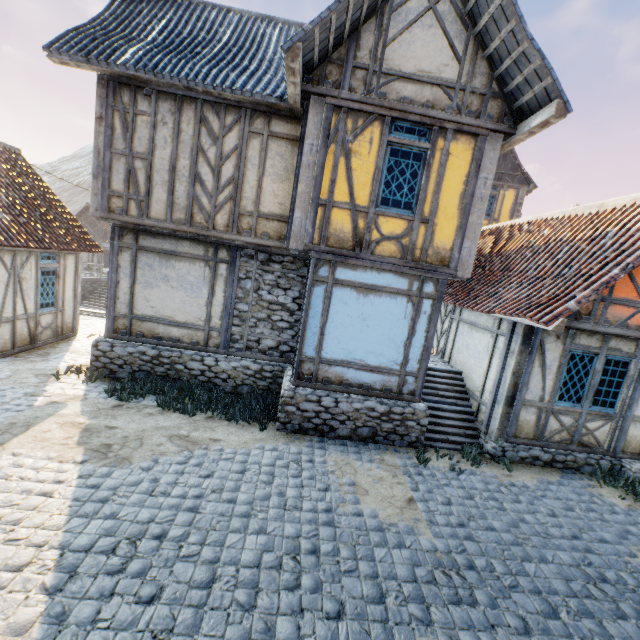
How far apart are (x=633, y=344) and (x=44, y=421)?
12.5m

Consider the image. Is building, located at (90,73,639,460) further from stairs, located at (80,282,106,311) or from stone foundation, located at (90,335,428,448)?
stairs, located at (80,282,106,311)

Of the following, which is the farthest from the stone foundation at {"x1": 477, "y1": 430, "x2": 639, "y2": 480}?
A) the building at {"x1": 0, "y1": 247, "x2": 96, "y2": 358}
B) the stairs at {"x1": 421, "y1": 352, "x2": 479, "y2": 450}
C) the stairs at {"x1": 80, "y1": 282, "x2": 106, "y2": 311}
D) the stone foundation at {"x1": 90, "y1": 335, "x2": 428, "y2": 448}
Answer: the stairs at {"x1": 80, "y1": 282, "x2": 106, "y2": 311}

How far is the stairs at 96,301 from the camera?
24.9 meters

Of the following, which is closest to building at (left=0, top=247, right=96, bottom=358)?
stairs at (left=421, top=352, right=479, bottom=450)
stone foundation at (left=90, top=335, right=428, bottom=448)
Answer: stone foundation at (left=90, top=335, right=428, bottom=448)

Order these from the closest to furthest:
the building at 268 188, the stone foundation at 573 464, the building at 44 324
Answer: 1. the building at 268 188
2. the stone foundation at 573 464
3. the building at 44 324

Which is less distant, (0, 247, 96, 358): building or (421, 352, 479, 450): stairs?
(421, 352, 479, 450): stairs

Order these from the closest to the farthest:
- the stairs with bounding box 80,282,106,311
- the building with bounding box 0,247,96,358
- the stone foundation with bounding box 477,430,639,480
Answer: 1. the stone foundation with bounding box 477,430,639,480
2. the building with bounding box 0,247,96,358
3. the stairs with bounding box 80,282,106,311
